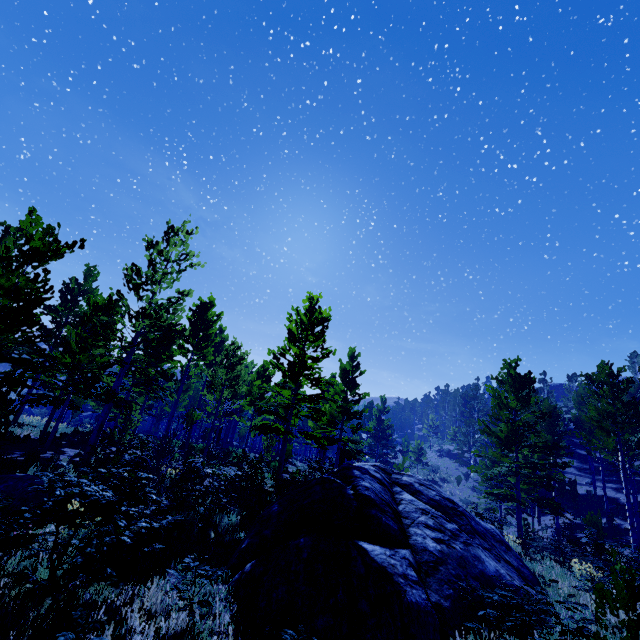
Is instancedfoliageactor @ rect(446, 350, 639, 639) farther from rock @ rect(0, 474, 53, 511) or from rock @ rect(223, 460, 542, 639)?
rock @ rect(0, 474, 53, 511)

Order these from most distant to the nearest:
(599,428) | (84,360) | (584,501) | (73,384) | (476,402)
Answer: (476,402)
(584,501)
(599,428)
(84,360)
(73,384)

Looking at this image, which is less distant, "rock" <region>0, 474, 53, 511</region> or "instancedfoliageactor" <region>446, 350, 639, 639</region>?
"instancedfoliageactor" <region>446, 350, 639, 639</region>

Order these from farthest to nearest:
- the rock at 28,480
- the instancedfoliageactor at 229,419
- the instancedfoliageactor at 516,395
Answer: the rock at 28,480 < the instancedfoliageactor at 229,419 < the instancedfoliageactor at 516,395

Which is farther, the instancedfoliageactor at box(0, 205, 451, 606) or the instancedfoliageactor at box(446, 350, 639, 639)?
the instancedfoliageactor at box(0, 205, 451, 606)

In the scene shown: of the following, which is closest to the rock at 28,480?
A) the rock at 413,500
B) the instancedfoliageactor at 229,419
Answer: the instancedfoliageactor at 229,419

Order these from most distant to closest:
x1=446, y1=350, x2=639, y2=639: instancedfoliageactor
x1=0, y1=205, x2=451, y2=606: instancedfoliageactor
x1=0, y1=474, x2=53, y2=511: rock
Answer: x1=0, y1=474, x2=53, y2=511: rock
x1=0, y1=205, x2=451, y2=606: instancedfoliageactor
x1=446, y1=350, x2=639, y2=639: instancedfoliageactor
